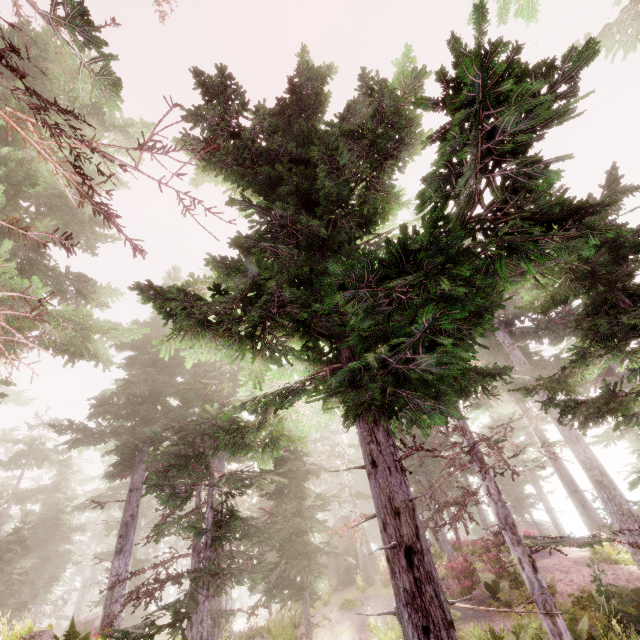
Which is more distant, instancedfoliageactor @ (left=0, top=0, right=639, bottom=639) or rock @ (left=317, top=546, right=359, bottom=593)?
rock @ (left=317, top=546, right=359, bottom=593)

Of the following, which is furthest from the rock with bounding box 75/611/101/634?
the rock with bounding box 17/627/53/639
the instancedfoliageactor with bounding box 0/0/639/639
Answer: the rock with bounding box 17/627/53/639

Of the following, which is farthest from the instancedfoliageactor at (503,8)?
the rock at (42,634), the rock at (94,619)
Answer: the rock at (94,619)

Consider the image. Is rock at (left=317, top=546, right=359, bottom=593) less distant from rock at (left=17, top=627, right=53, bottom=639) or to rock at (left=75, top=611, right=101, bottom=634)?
rock at (left=17, top=627, right=53, bottom=639)

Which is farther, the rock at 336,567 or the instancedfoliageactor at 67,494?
the rock at 336,567

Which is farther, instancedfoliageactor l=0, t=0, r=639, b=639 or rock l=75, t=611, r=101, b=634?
rock l=75, t=611, r=101, b=634

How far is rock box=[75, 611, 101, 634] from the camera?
30.7m

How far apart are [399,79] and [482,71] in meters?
4.9 m
